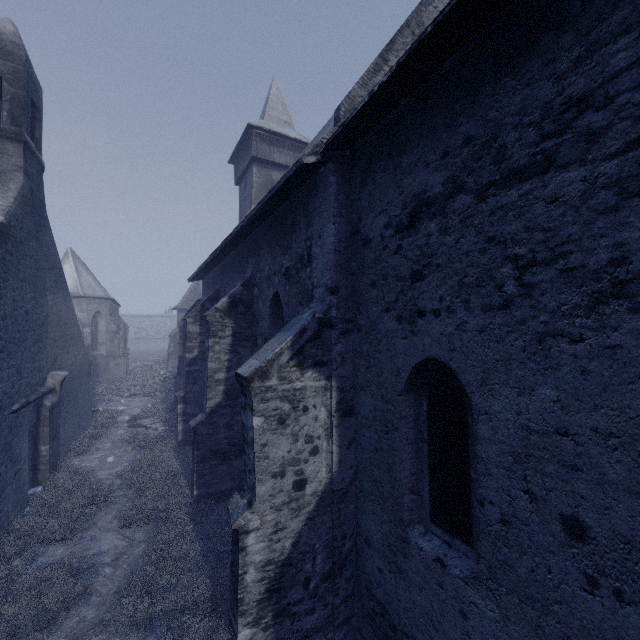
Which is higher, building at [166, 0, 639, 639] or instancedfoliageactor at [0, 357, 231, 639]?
building at [166, 0, 639, 639]

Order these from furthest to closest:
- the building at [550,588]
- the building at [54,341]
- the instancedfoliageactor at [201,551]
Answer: the building at [54,341], the instancedfoliageactor at [201,551], the building at [550,588]

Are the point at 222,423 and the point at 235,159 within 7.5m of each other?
no

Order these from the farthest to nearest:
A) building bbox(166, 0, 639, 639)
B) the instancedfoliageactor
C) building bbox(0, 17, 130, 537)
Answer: building bbox(0, 17, 130, 537) → the instancedfoliageactor → building bbox(166, 0, 639, 639)

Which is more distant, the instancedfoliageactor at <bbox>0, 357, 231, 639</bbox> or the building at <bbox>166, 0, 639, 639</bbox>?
the instancedfoliageactor at <bbox>0, 357, 231, 639</bbox>

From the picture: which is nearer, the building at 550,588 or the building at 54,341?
the building at 550,588

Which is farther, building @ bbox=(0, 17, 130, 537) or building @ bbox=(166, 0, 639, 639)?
building @ bbox=(0, 17, 130, 537)
